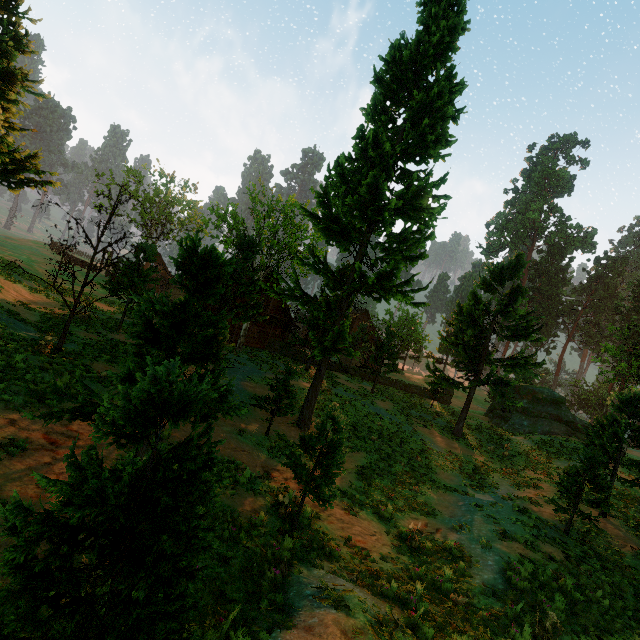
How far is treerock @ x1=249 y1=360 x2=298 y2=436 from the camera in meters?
14.9 m

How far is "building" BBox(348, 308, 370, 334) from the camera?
47.3m

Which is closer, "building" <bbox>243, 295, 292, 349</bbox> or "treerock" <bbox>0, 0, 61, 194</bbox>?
"treerock" <bbox>0, 0, 61, 194</bbox>

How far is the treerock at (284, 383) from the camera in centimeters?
1494cm

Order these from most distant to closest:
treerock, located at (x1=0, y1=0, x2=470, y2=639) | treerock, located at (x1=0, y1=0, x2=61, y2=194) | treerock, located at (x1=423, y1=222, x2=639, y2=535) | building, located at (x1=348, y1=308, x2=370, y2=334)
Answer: building, located at (x1=348, y1=308, x2=370, y2=334)
treerock, located at (x1=423, y1=222, x2=639, y2=535)
treerock, located at (x1=0, y1=0, x2=61, y2=194)
treerock, located at (x1=0, y1=0, x2=470, y2=639)

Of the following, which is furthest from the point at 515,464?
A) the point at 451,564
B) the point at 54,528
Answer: the point at 54,528

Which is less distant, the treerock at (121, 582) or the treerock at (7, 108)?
the treerock at (121, 582)
